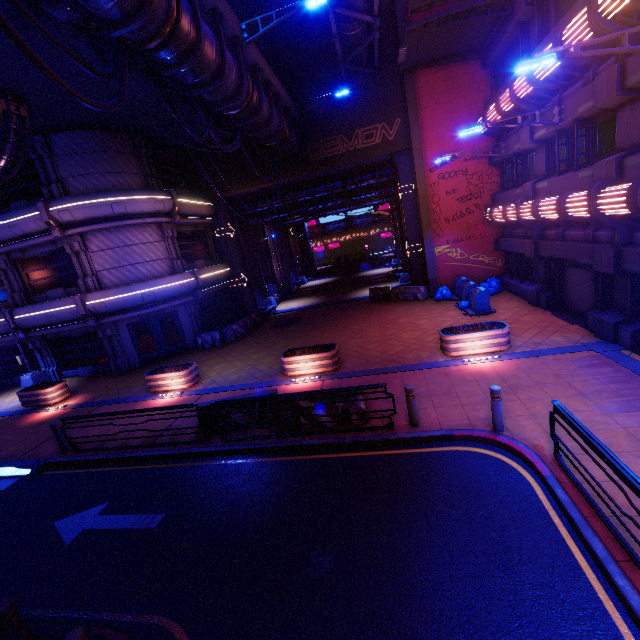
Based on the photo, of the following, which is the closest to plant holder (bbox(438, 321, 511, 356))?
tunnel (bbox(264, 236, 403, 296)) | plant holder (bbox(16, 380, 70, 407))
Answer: plant holder (bbox(16, 380, 70, 407))

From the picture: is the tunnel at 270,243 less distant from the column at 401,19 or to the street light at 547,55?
the column at 401,19

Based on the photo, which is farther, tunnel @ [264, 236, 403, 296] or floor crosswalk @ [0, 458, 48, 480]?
tunnel @ [264, 236, 403, 296]

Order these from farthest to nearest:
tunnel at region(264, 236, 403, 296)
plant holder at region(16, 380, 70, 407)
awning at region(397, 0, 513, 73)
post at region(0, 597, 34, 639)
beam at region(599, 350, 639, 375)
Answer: tunnel at region(264, 236, 403, 296)
plant holder at region(16, 380, 70, 407)
awning at region(397, 0, 513, 73)
beam at region(599, 350, 639, 375)
post at region(0, 597, 34, 639)

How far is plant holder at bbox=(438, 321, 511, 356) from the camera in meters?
10.9

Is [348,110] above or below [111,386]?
above

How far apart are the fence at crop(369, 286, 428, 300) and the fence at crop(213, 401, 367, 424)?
12.6 meters

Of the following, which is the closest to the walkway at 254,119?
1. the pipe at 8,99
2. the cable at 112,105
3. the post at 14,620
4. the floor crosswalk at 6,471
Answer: the cable at 112,105
